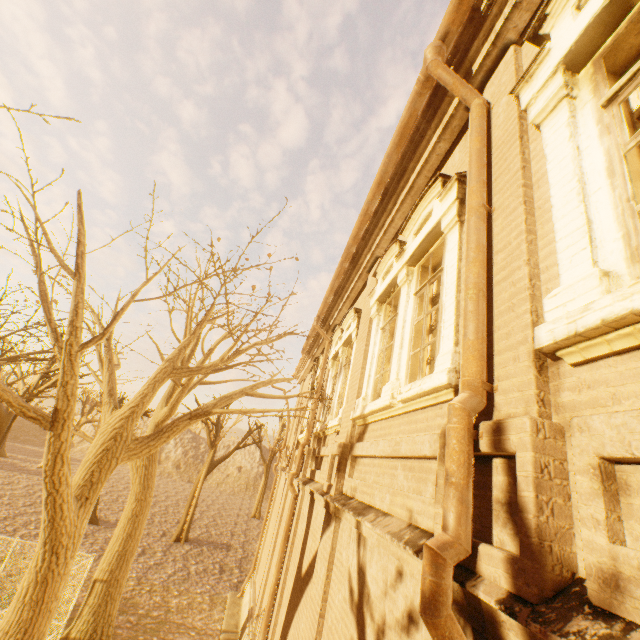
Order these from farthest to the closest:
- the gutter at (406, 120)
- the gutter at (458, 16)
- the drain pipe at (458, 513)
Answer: the gutter at (406, 120) < the gutter at (458, 16) < the drain pipe at (458, 513)

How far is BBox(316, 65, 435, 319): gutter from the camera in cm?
414

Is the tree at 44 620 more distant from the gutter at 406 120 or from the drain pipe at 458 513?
the drain pipe at 458 513

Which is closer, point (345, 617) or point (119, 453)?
point (345, 617)

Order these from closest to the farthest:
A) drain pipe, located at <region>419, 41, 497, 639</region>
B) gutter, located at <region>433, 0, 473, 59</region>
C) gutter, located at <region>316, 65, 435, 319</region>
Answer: drain pipe, located at <region>419, 41, 497, 639</region>
gutter, located at <region>433, 0, 473, 59</region>
gutter, located at <region>316, 65, 435, 319</region>

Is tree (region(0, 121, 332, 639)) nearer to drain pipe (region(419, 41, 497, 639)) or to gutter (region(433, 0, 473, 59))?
gutter (region(433, 0, 473, 59))

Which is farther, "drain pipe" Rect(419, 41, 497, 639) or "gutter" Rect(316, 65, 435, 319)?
"gutter" Rect(316, 65, 435, 319)
